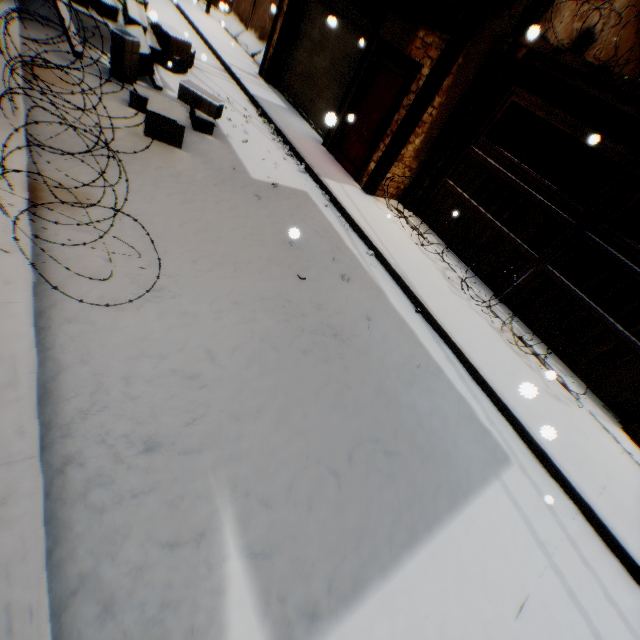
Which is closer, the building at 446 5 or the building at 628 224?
the building at 446 5

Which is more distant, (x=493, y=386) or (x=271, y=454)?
(x=493, y=386)

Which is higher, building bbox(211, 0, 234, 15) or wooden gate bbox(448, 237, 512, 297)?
building bbox(211, 0, 234, 15)

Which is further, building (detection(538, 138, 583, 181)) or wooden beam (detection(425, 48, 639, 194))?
building (detection(538, 138, 583, 181))

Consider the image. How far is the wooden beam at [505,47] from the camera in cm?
608

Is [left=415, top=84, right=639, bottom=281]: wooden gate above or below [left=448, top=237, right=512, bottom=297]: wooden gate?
above

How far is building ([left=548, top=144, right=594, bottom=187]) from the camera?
9.79m
